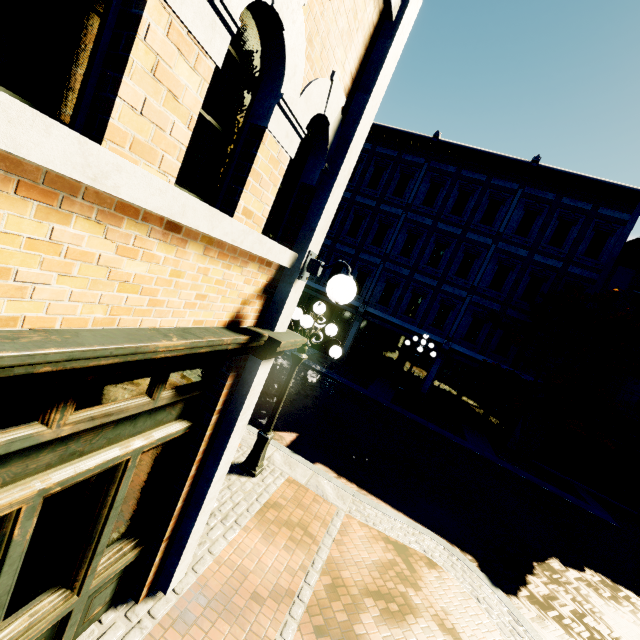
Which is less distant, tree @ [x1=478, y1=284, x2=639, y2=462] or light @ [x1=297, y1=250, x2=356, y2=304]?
light @ [x1=297, y1=250, x2=356, y2=304]

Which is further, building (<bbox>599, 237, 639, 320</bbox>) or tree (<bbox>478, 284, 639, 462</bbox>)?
building (<bbox>599, 237, 639, 320</bbox>)

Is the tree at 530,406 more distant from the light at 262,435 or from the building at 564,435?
the light at 262,435

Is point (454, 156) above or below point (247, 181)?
above

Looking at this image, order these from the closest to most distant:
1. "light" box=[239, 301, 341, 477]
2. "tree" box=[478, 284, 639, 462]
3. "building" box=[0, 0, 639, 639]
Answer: "building" box=[0, 0, 639, 639] < "light" box=[239, 301, 341, 477] < "tree" box=[478, 284, 639, 462]

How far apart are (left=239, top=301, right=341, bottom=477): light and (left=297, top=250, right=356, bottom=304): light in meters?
2.1 m

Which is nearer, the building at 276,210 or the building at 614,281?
the building at 276,210

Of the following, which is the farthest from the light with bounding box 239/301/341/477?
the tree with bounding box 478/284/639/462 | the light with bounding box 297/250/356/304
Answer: the tree with bounding box 478/284/639/462
